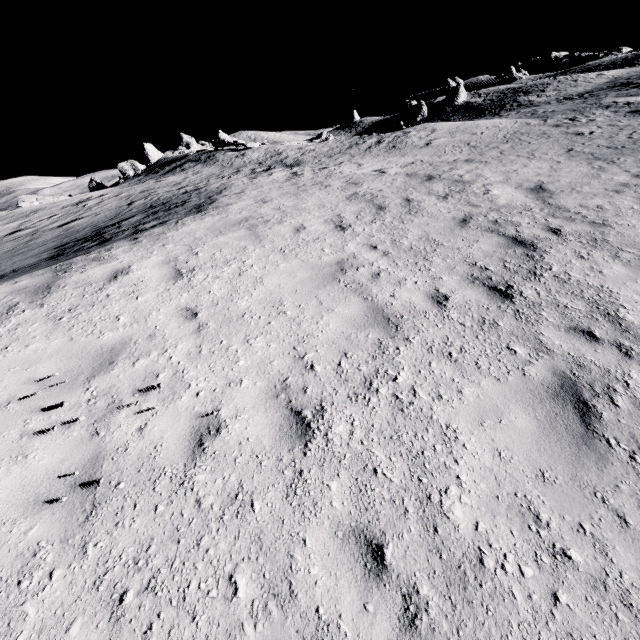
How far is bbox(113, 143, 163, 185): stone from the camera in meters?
39.3

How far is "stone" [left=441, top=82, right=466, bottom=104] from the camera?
52.57m

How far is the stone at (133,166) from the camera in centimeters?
3934cm

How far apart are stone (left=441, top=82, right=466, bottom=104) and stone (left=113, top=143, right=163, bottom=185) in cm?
4781

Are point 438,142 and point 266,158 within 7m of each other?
no

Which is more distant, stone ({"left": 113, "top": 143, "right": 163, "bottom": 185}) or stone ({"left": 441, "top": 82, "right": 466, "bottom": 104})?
stone ({"left": 441, "top": 82, "right": 466, "bottom": 104})

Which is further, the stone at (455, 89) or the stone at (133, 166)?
the stone at (455, 89)
